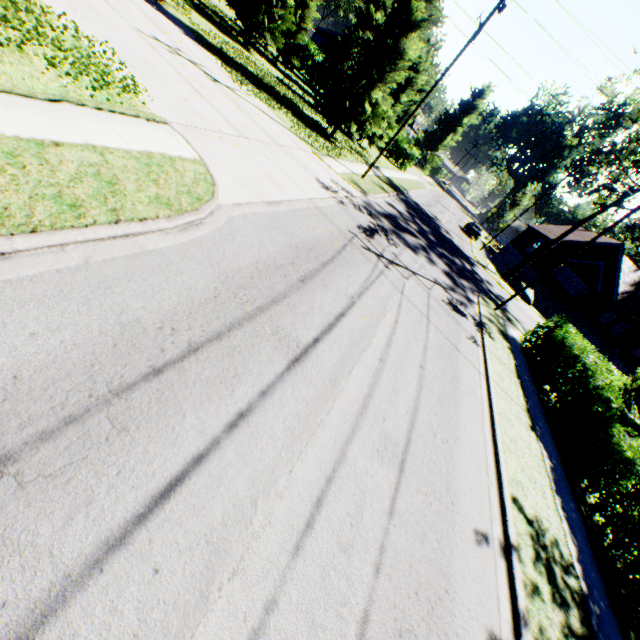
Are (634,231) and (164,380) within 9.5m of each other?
no

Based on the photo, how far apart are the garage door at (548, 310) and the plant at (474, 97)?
42.11m

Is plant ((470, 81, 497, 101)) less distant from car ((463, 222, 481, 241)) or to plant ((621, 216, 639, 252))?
plant ((621, 216, 639, 252))

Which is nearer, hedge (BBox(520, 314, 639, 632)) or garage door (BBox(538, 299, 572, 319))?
hedge (BBox(520, 314, 639, 632))

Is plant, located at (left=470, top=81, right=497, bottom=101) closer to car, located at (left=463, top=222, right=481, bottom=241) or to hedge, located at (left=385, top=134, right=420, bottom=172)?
hedge, located at (left=385, top=134, right=420, bottom=172)

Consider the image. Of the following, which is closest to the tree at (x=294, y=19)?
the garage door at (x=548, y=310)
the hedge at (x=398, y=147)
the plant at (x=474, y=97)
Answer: the hedge at (x=398, y=147)

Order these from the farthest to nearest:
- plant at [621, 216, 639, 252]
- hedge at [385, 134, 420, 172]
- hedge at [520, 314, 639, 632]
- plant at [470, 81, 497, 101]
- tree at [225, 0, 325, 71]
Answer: plant at [470, 81, 497, 101]
plant at [621, 216, 639, 252]
hedge at [385, 134, 420, 172]
tree at [225, 0, 325, 71]
hedge at [520, 314, 639, 632]

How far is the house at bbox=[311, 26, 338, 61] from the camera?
45.7 meters
